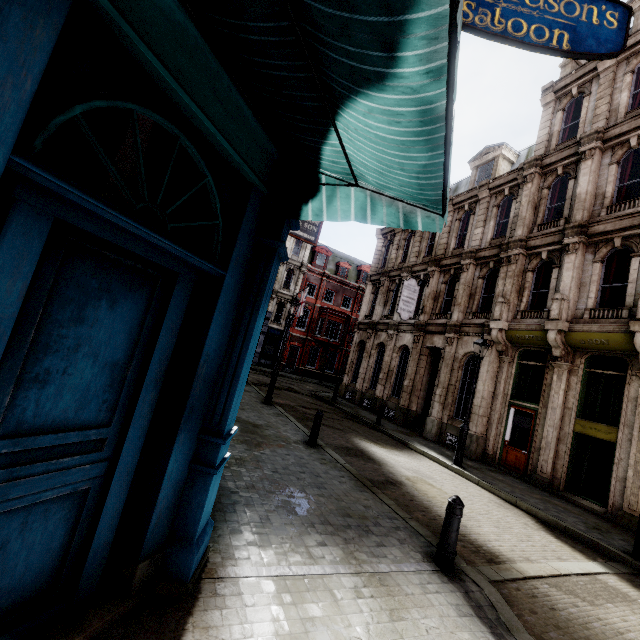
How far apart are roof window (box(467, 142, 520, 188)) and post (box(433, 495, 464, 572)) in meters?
18.3

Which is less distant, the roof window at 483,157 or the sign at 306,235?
the sign at 306,235

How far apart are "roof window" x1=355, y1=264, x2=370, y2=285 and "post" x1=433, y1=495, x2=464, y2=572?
36.9 meters

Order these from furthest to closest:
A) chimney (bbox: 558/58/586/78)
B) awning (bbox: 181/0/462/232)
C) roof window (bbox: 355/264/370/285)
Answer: roof window (bbox: 355/264/370/285) < chimney (bbox: 558/58/586/78) < awning (bbox: 181/0/462/232)

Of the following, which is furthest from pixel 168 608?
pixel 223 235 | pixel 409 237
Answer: pixel 409 237

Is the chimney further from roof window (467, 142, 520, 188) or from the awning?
the awning

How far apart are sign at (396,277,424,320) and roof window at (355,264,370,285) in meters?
22.2 m

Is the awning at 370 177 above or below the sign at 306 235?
below
